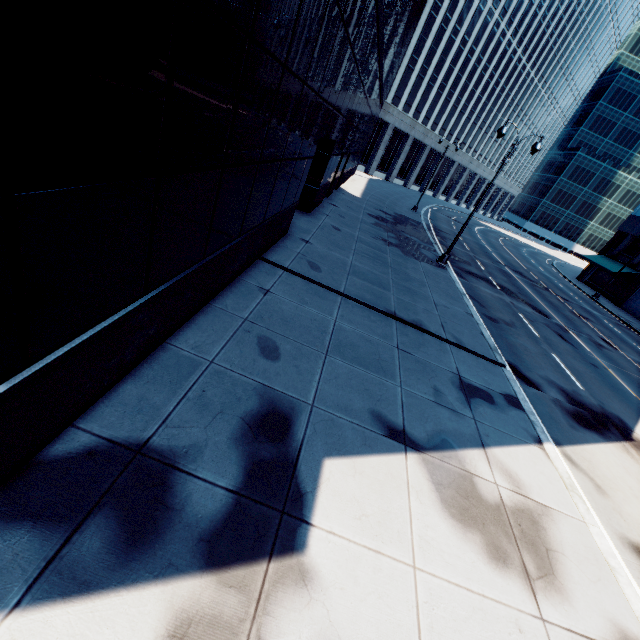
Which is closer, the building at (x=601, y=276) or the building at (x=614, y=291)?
the building at (x=614, y=291)

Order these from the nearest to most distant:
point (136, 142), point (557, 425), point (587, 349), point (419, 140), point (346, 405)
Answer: point (136, 142)
point (346, 405)
point (557, 425)
point (587, 349)
point (419, 140)

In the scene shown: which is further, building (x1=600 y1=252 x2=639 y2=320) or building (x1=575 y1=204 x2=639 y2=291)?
building (x1=575 y1=204 x2=639 y2=291)
